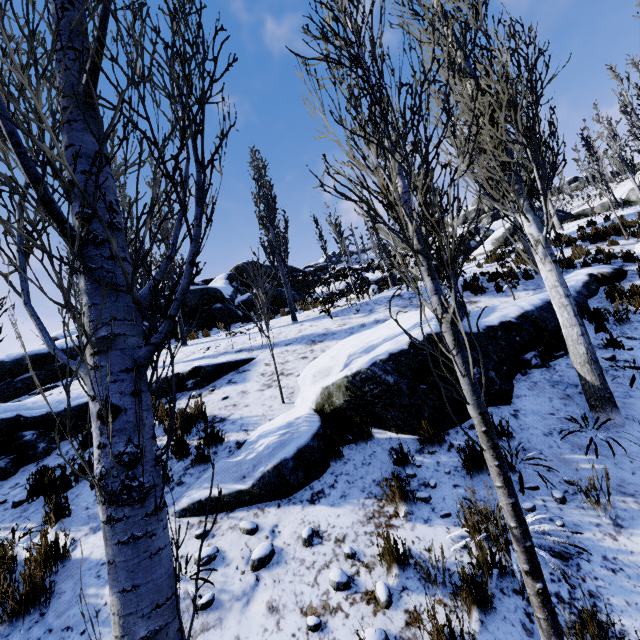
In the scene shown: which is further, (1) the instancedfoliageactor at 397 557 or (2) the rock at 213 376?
(2) the rock at 213 376

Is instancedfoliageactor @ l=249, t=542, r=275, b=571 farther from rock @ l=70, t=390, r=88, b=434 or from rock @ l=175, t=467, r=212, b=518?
rock @ l=70, t=390, r=88, b=434

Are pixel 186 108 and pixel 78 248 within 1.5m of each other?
yes

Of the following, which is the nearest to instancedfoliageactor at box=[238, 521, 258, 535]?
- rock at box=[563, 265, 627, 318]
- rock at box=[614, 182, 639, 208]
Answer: rock at box=[563, 265, 627, 318]

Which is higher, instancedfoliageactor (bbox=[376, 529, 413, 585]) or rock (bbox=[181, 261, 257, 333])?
rock (bbox=[181, 261, 257, 333])

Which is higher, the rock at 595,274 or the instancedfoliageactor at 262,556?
the rock at 595,274

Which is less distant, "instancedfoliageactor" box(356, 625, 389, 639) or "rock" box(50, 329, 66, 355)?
"instancedfoliageactor" box(356, 625, 389, 639)
